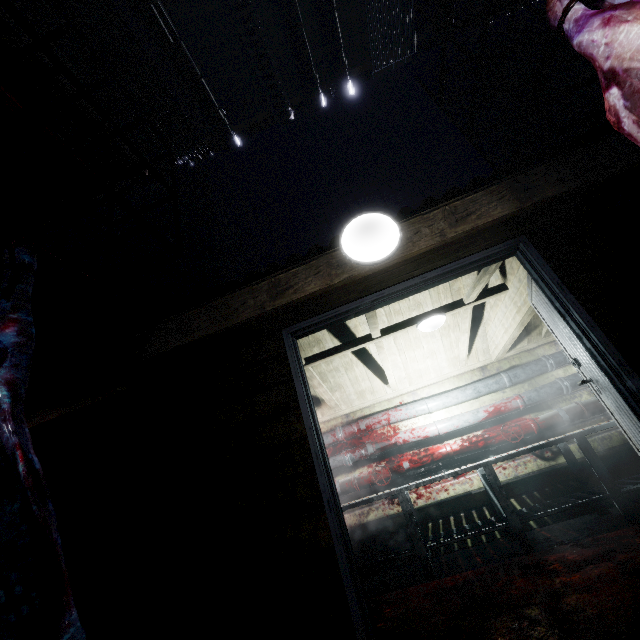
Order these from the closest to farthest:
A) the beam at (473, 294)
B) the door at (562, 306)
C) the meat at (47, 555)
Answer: the meat at (47, 555) < the door at (562, 306) < the beam at (473, 294)

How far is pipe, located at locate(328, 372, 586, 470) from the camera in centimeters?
419cm

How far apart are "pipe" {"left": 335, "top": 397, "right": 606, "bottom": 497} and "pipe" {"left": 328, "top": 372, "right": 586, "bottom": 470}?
0.11m

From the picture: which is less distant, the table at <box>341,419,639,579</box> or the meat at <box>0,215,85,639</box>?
the meat at <box>0,215,85,639</box>

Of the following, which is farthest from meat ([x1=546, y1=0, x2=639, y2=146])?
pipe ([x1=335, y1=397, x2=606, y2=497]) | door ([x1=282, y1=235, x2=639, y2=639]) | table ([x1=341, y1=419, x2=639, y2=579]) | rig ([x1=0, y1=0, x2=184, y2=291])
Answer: pipe ([x1=335, y1=397, x2=606, y2=497])

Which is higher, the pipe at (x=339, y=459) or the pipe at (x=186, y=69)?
the pipe at (x=186, y=69)

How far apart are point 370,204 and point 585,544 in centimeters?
354cm

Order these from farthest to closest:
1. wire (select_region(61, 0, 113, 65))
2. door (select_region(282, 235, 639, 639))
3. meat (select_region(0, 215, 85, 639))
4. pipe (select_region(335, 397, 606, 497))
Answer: pipe (select_region(335, 397, 606, 497)), wire (select_region(61, 0, 113, 65)), door (select_region(282, 235, 639, 639)), meat (select_region(0, 215, 85, 639))
